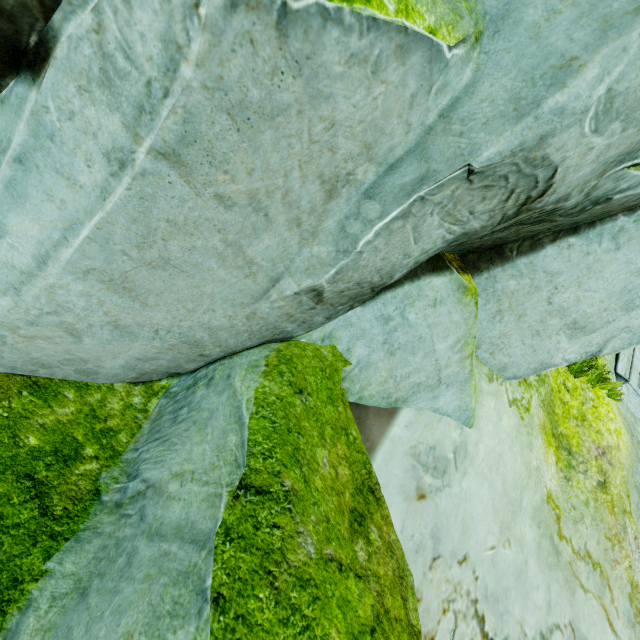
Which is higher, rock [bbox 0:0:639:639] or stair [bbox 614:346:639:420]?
stair [bbox 614:346:639:420]

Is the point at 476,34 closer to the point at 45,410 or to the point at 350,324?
the point at 350,324

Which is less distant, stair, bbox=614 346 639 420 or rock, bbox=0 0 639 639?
rock, bbox=0 0 639 639

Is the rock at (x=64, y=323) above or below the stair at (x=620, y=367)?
below

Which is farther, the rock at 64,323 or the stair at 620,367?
the stair at 620,367
